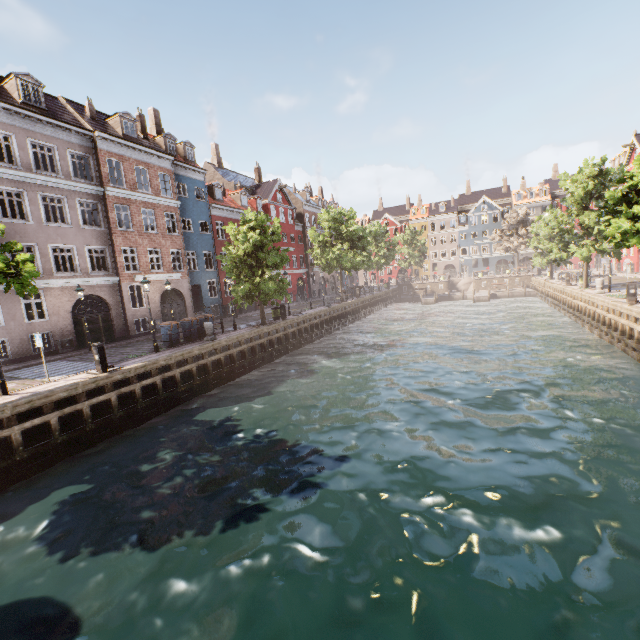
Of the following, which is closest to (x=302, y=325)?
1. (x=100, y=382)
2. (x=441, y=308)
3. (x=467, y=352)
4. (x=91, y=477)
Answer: (x=467, y=352)

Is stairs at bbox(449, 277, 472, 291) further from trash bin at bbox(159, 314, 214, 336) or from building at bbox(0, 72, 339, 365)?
trash bin at bbox(159, 314, 214, 336)

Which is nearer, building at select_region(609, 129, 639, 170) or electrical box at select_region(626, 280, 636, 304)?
electrical box at select_region(626, 280, 636, 304)

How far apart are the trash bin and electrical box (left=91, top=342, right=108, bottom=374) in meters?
6.3

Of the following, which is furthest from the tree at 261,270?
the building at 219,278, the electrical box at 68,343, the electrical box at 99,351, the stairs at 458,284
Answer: the electrical box at 68,343

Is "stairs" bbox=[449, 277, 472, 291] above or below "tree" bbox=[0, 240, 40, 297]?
below

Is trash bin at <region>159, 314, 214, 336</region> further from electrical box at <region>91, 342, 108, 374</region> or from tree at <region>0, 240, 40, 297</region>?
electrical box at <region>91, 342, 108, 374</region>

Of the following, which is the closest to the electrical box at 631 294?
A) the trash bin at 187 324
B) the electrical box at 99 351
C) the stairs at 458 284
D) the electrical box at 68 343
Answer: the trash bin at 187 324
